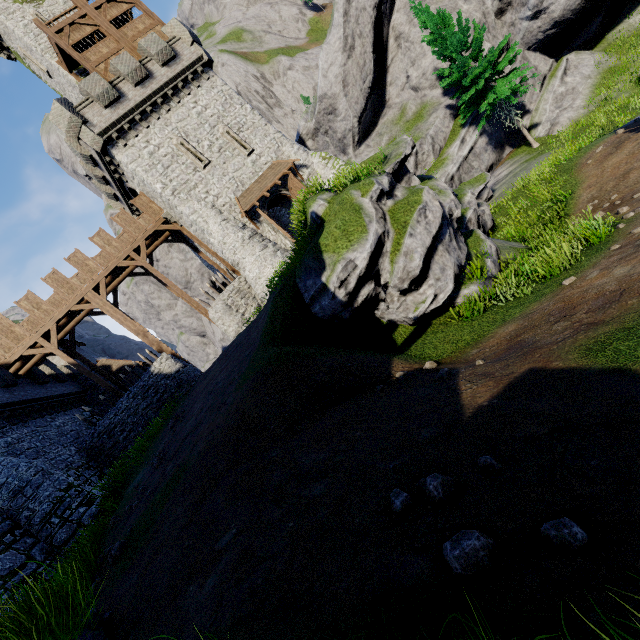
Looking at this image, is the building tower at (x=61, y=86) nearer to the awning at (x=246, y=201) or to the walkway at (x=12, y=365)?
the walkway at (x=12, y=365)

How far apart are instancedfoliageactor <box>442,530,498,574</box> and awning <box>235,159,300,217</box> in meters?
22.1

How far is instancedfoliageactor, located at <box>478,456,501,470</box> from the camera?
3.2 meters

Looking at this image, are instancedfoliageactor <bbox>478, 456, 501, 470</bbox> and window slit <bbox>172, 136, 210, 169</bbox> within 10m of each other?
no

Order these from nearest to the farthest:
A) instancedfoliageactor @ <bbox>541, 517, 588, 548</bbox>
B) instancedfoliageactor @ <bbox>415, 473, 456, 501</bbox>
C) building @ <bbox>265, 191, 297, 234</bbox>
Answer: instancedfoliageactor @ <bbox>541, 517, 588, 548</bbox>, instancedfoliageactor @ <bbox>415, 473, 456, 501</bbox>, building @ <bbox>265, 191, 297, 234</bbox>

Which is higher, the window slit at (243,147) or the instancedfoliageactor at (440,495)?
the window slit at (243,147)

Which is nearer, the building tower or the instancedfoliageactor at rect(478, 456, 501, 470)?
the instancedfoliageactor at rect(478, 456, 501, 470)

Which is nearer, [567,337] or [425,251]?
[567,337]
